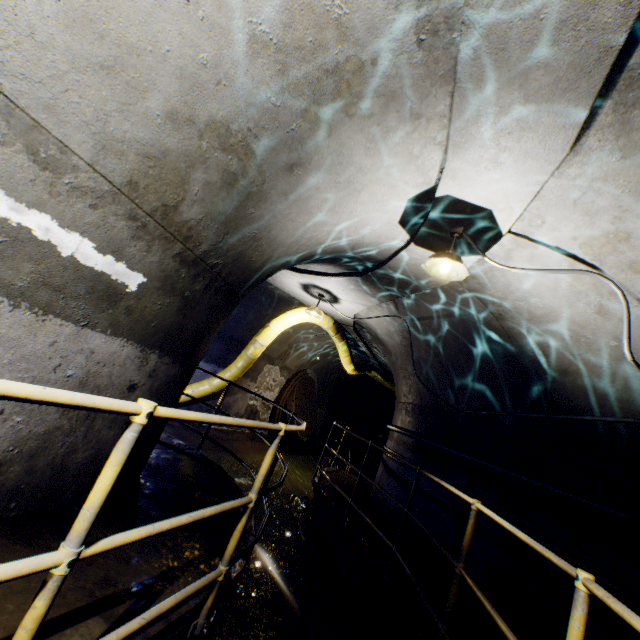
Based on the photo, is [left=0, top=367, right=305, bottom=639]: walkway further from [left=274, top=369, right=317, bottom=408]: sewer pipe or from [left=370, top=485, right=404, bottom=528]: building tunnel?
[left=274, top=369, right=317, bottom=408]: sewer pipe

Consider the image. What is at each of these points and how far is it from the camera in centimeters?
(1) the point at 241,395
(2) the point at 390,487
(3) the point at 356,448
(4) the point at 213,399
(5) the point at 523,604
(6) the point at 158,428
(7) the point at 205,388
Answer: (1) building tunnel, 989cm
(2) building tunnel, 647cm
(3) building tunnel, 1762cm
(4) building tunnel, 921cm
(5) building tunnel, 355cm
(6) building tunnel, 332cm
(7) large conduit, 840cm

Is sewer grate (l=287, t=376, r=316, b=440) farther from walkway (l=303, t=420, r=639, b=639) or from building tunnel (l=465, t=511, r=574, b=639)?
walkway (l=303, t=420, r=639, b=639)

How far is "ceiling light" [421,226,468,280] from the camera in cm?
320

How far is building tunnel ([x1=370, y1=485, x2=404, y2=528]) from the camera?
5.9m

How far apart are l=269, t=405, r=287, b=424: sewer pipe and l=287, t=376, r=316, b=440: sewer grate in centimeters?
1cm

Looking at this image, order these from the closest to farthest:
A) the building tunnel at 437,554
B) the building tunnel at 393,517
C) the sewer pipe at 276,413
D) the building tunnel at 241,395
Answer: the building tunnel at 437,554 → the building tunnel at 393,517 → the building tunnel at 241,395 → the sewer pipe at 276,413

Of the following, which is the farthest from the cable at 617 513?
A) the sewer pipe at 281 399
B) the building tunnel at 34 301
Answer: the sewer pipe at 281 399
